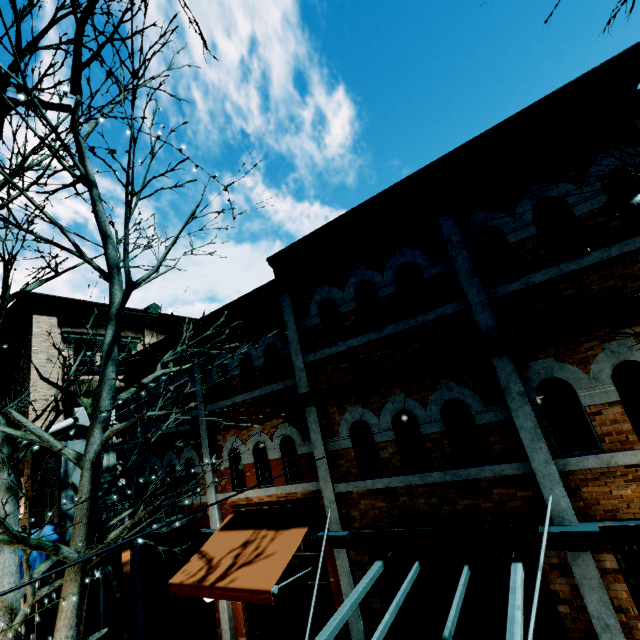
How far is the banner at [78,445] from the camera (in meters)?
10.38

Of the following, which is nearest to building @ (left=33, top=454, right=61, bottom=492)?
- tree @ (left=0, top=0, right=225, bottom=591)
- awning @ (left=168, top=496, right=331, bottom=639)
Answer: awning @ (left=168, top=496, right=331, bottom=639)

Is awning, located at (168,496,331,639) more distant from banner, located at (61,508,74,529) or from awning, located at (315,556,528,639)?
banner, located at (61,508,74,529)

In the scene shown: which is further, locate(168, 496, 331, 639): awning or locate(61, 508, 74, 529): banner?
locate(61, 508, 74, 529): banner

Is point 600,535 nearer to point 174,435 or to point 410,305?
point 410,305

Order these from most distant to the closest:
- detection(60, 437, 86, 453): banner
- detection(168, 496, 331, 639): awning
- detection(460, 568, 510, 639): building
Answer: detection(60, 437, 86, 453): banner
detection(168, 496, 331, 639): awning
detection(460, 568, 510, 639): building

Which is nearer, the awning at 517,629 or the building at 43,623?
the awning at 517,629
